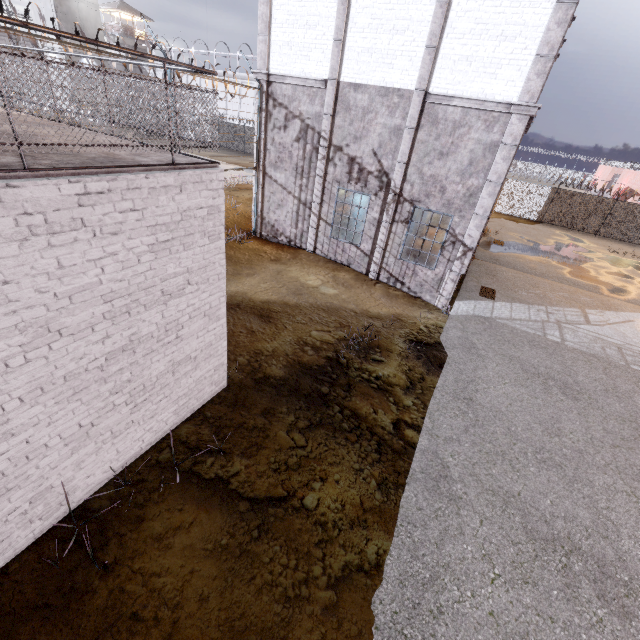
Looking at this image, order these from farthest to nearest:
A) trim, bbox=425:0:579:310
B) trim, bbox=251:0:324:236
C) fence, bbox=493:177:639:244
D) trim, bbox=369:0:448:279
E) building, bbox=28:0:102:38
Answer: building, bbox=28:0:102:38 → fence, bbox=493:177:639:244 → trim, bbox=251:0:324:236 → trim, bbox=369:0:448:279 → trim, bbox=425:0:579:310

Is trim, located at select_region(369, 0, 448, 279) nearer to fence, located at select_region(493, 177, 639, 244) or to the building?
fence, located at select_region(493, 177, 639, 244)

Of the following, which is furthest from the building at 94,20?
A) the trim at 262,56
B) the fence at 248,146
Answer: the trim at 262,56

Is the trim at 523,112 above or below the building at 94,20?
below

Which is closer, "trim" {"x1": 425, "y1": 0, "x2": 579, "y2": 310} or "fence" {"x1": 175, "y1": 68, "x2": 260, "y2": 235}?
"trim" {"x1": 425, "y1": 0, "x2": 579, "y2": 310}

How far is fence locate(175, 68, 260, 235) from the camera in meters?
10.4 m

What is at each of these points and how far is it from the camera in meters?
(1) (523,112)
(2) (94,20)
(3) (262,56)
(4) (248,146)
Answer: (1) trim, 8.7
(2) building, 30.7
(3) trim, 11.5
(4) fence, 37.5

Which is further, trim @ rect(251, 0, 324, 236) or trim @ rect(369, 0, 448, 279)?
trim @ rect(251, 0, 324, 236)
